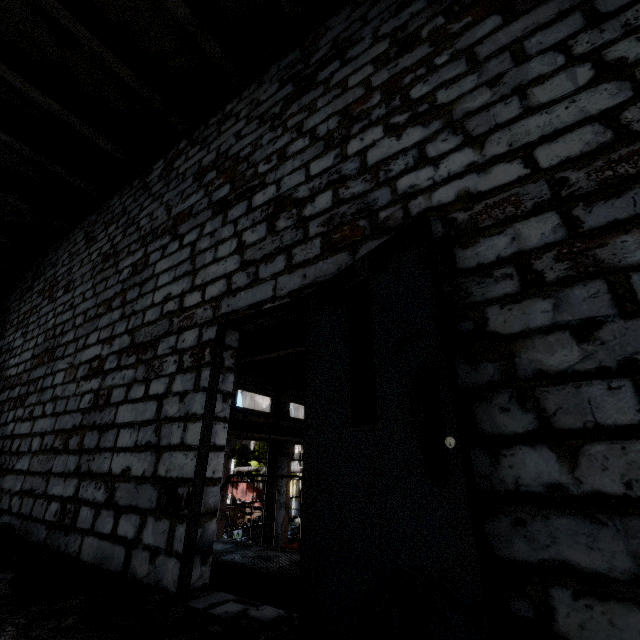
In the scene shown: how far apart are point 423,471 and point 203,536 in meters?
2.2 m

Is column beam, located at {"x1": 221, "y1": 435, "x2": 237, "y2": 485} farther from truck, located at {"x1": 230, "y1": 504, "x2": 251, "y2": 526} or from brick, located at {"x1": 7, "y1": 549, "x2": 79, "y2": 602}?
truck, located at {"x1": 230, "y1": 504, "x2": 251, "y2": 526}

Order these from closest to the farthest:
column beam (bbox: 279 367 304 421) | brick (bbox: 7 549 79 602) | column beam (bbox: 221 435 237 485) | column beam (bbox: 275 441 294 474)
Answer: brick (bbox: 7 549 79 602) < column beam (bbox: 221 435 237 485) < column beam (bbox: 275 441 294 474) < column beam (bbox: 279 367 304 421)

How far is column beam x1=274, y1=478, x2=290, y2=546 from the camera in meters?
16.8

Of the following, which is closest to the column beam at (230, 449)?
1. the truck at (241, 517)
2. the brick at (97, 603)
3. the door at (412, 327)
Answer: the brick at (97, 603)

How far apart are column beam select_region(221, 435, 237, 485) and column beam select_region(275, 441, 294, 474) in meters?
4.0

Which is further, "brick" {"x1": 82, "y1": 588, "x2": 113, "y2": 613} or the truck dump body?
the truck dump body

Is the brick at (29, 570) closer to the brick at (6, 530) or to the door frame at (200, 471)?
the door frame at (200, 471)
